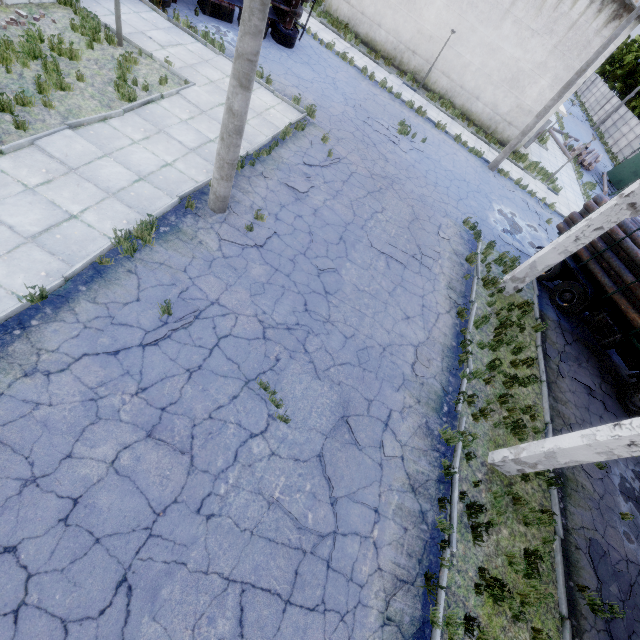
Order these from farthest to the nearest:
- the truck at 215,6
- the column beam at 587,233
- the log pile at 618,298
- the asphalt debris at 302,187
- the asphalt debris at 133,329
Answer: the truck at 215,6 → the log pile at 618,298 → the asphalt debris at 302,187 → the column beam at 587,233 → the asphalt debris at 133,329

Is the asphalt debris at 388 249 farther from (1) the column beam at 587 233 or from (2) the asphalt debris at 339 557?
(2) the asphalt debris at 339 557

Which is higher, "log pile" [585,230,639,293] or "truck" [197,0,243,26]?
"log pile" [585,230,639,293]

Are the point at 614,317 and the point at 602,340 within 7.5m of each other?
yes

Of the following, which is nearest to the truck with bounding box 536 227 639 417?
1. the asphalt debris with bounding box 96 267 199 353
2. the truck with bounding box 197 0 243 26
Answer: the asphalt debris with bounding box 96 267 199 353

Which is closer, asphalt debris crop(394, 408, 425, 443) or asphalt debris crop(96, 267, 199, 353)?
asphalt debris crop(96, 267, 199, 353)

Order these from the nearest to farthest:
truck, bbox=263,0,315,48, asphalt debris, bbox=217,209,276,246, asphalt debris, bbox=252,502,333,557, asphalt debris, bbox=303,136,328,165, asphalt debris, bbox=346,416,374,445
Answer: asphalt debris, bbox=252,502,333,557 < asphalt debris, bbox=346,416,374,445 < asphalt debris, bbox=217,209,276,246 < asphalt debris, bbox=303,136,328,165 < truck, bbox=263,0,315,48

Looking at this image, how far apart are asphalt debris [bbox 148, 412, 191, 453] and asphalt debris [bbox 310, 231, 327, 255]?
5.7 meters
